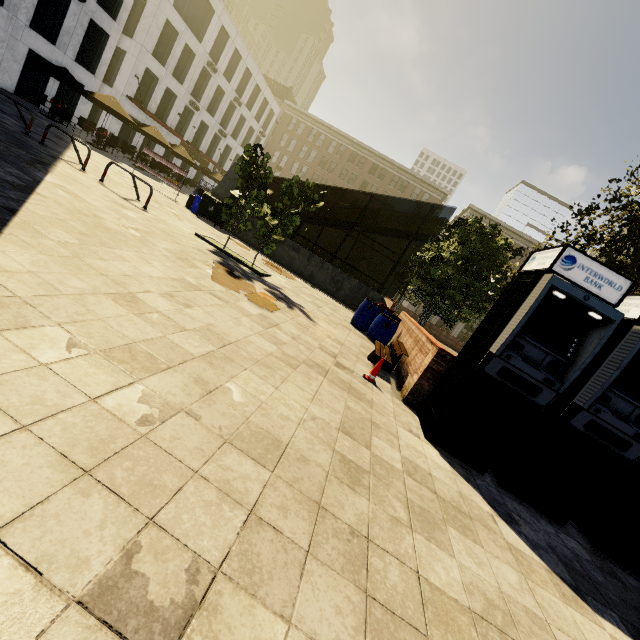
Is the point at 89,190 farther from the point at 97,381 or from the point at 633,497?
the point at 633,497

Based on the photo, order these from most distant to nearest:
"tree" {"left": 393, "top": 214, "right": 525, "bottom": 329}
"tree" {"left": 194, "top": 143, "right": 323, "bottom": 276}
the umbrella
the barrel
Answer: the umbrella < "tree" {"left": 393, "top": 214, "right": 525, "bottom": 329} < the barrel < "tree" {"left": 194, "top": 143, "right": 323, "bottom": 276}

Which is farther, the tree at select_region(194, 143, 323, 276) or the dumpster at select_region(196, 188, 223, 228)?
the dumpster at select_region(196, 188, 223, 228)

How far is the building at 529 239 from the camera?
49.6m

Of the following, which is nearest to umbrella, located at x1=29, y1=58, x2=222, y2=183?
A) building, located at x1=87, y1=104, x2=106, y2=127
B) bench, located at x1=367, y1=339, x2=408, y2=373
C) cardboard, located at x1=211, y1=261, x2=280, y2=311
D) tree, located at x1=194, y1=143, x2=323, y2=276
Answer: building, located at x1=87, y1=104, x2=106, y2=127

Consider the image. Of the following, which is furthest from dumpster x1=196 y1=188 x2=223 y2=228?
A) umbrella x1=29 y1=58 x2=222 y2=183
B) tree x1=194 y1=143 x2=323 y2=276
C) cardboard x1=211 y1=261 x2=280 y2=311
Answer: umbrella x1=29 y1=58 x2=222 y2=183

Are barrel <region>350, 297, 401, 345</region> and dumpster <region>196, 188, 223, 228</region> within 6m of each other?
no

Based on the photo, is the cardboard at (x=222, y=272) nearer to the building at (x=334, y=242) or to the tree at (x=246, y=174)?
the tree at (x=246, y=174)
